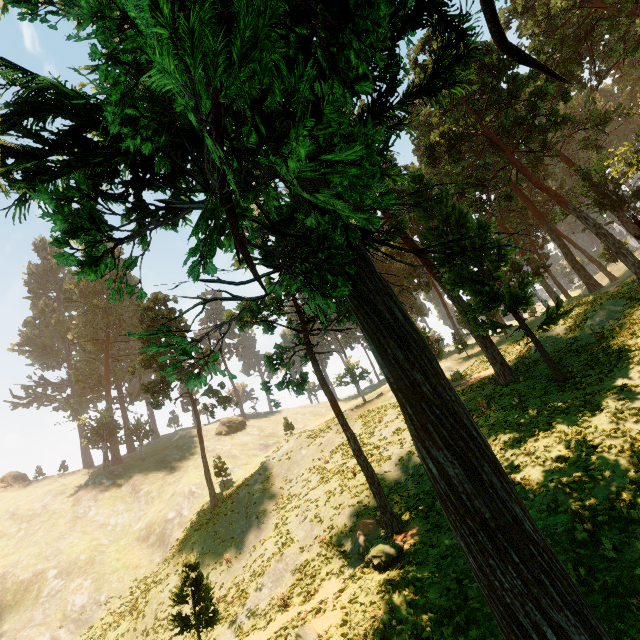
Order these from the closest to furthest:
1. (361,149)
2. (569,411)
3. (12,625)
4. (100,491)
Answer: (361,149), (569,411), (12,625), (100,491)

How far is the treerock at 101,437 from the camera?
49.9m

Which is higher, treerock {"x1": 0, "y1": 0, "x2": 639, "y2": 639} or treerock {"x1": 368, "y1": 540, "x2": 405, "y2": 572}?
treerock {"x1": 0, "y1": 0, "x2": 639, "y2": 639}

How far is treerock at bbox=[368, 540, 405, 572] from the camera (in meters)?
13.12

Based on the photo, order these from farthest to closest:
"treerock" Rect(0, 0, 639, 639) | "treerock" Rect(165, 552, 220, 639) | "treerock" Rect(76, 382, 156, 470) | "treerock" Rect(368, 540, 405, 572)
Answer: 1. "treerock" Rect(76, 382, 156, 470)
2. "treerock" Rect(368, 540, 405, 572)
3. "treerock" Rect(165, 552, 220, 639)
4. "treerock" Rect(0, 0, 639, 639)

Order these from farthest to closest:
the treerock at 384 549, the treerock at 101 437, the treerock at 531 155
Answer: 1. the treerock at 101 437
2. the treerock at 384 549
3. the treerock at 531 155
